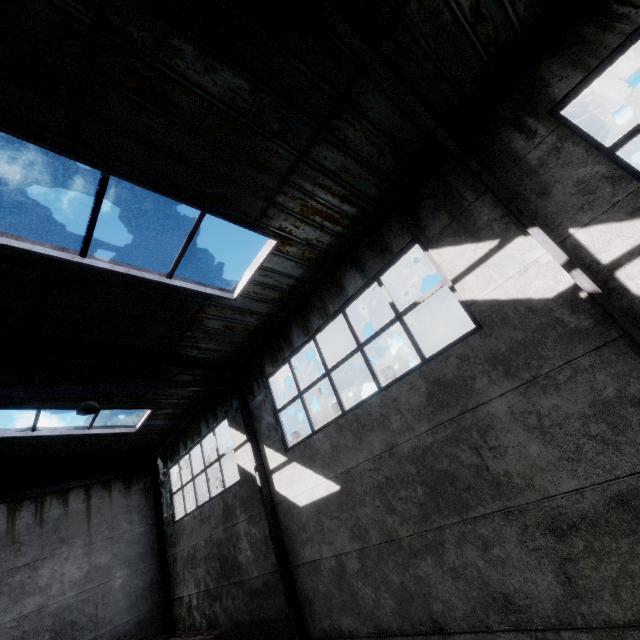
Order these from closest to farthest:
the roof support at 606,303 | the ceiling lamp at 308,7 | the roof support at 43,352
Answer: the ceiling lamp at 308,7, the roof support at 606,303, the roof support at 43,352

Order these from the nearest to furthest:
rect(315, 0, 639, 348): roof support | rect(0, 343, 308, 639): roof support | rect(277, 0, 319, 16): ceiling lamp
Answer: rect(277, 0, 319, 16): ceiling lamp → rect(315, 0, 639, 348): roof support → rect(0, 343, 308, 639): roof support

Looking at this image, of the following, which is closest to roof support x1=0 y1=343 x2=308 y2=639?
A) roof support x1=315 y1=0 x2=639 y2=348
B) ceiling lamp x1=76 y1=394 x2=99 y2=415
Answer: ceiling lamp x1=76 y1=394 x2=99 y2=415

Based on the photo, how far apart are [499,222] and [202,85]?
4.6m

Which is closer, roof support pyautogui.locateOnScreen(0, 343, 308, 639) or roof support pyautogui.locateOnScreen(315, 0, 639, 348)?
roof support pyautogui.locateOnScreen(315, 0, 639, 348)

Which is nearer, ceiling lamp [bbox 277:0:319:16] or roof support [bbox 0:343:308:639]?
ceiling lamp [bbox 277:0:319:16]

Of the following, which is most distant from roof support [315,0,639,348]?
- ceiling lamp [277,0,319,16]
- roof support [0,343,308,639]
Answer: roof support [0,343,308,639]

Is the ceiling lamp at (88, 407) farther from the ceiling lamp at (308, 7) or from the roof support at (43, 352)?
the ceiling lamp at (308, 7)
